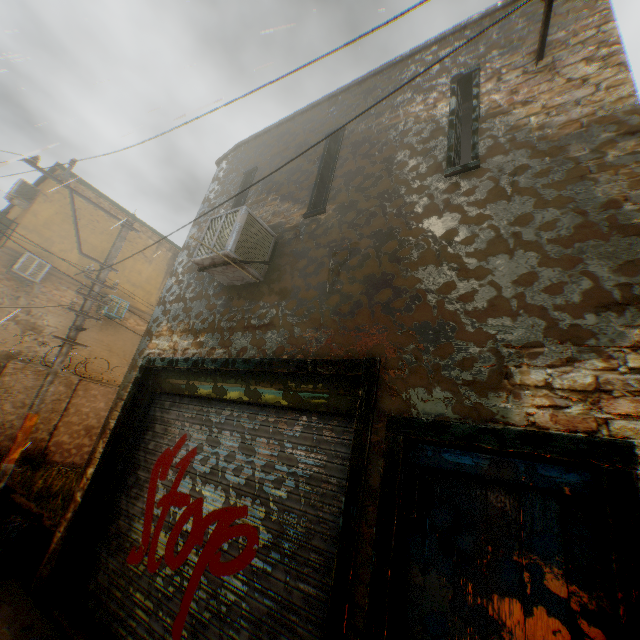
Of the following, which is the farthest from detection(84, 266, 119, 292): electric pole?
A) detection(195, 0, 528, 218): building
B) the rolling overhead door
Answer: the rolling overhead door

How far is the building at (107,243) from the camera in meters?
13.6 m

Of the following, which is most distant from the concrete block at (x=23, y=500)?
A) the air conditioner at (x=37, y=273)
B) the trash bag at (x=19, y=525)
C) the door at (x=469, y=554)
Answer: the door at (x=469, y=554)

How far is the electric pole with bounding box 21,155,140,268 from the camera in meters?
7.0 m

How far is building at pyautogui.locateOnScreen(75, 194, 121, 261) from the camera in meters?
13.6

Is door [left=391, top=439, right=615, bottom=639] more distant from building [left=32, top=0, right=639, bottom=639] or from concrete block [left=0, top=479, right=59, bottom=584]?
concrete block [left=0, top=479, right=59, bottom=584]

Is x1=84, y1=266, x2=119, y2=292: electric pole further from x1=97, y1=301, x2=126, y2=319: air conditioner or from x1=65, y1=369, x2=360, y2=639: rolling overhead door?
x1=97, y1=301, x2=126, y2=319: air conditioner

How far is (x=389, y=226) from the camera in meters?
3.8
